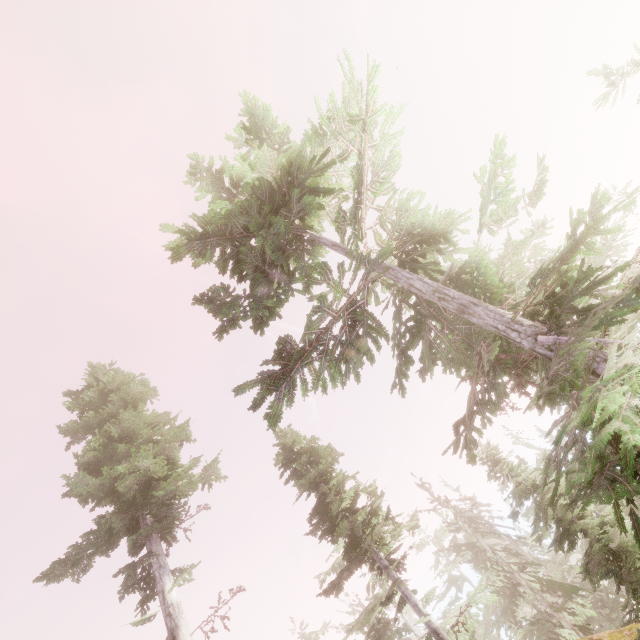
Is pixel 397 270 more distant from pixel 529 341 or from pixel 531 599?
pixel 531 599

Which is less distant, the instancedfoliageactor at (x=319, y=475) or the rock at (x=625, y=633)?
the instancedfoliageactor at (x=319, y=475)

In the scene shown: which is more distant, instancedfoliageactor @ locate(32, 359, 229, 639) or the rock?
instancedfoliageactor @ locate(32, 359, 229, 639)

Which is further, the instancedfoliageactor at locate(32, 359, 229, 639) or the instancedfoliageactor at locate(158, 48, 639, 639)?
the instancedfoliageactor at locate(32, 359, 229, 639)

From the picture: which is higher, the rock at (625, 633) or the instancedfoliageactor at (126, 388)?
the instancedfoliageactor at (126, 388)

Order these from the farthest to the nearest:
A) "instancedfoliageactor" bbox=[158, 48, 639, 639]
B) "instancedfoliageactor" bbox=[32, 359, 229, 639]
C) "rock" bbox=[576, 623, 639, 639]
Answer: "instancedfoliageactor" bbox=[32, 359, 229, 639]
"rock" bbox=[576, 623, 639, 639]
"instancedfoliageactor" bbox=[158, 48, 639, 639]

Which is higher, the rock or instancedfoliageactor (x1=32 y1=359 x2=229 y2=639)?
instancedfoliageactor (x1=32 y1=359 x2=229 y2=639)
